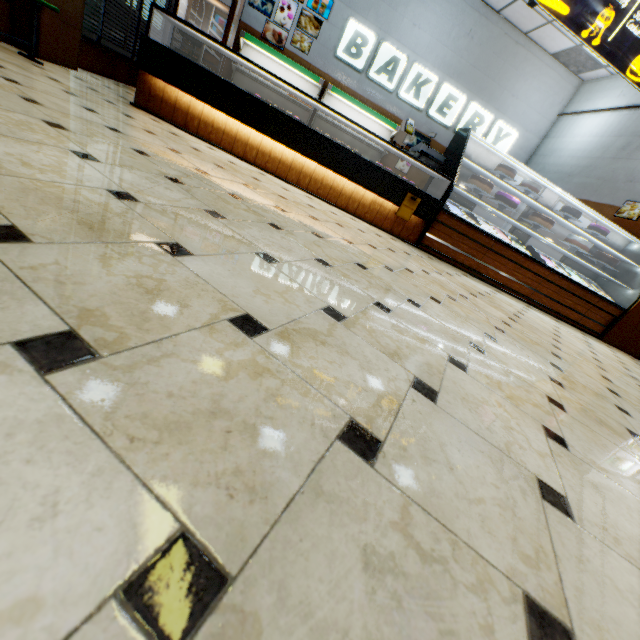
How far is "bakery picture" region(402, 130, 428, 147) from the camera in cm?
869

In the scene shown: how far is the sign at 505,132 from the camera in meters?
8.7

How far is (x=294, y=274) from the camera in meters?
1.5 m

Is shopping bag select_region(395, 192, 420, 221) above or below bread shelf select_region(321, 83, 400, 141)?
below

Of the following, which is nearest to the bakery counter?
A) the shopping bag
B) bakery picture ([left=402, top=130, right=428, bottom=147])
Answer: the shopping bag

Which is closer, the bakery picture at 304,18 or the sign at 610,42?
the sign at 610,42

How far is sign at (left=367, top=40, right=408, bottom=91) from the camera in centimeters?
778cm

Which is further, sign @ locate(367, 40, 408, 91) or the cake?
sign @ locate(367, 40, 408, 91)
